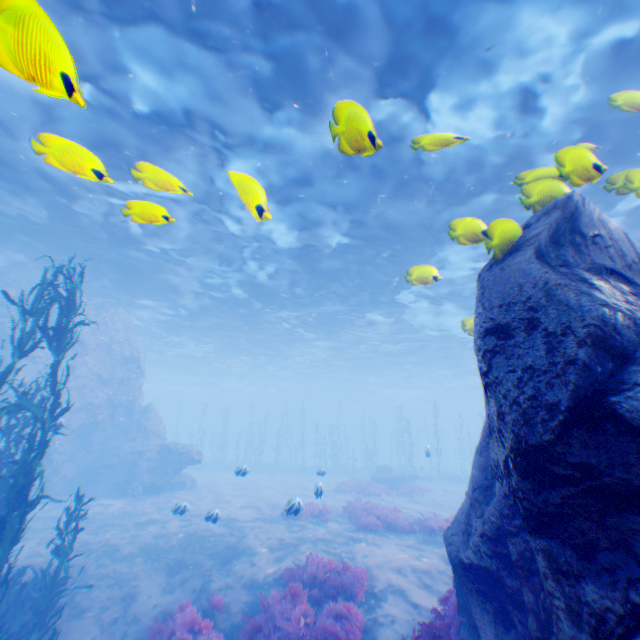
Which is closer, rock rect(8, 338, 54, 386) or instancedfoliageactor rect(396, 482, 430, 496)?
rock rect(8, 338, 54, 386)

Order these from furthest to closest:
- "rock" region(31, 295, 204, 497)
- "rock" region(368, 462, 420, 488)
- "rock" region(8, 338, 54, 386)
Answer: "rock" region(368, 462, 420, 488), "rock" region(31, 295, 204, 497), "rock" region(8, 338, 54, 386)

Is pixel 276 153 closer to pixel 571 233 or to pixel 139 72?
pixel 139 72

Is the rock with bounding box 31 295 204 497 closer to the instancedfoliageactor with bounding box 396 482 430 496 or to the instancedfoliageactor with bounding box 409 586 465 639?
the instancedfoliageactor with bounding box 409 586 465 639

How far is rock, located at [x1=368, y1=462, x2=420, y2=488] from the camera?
26.4m

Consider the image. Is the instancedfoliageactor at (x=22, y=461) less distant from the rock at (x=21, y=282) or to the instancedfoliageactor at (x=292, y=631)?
the rock at (x=21, y=282)

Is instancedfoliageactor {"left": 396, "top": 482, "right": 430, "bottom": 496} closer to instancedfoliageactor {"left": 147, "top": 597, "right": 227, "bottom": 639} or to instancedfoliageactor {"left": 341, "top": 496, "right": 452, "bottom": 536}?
instancedfoliageactor {"left": 341, "top": 496, "right": 452, "bottom": 536}

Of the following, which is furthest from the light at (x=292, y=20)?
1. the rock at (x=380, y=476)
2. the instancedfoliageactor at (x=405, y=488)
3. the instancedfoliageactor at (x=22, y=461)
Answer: the instancedfoliageactor at (x=405, y=488)
